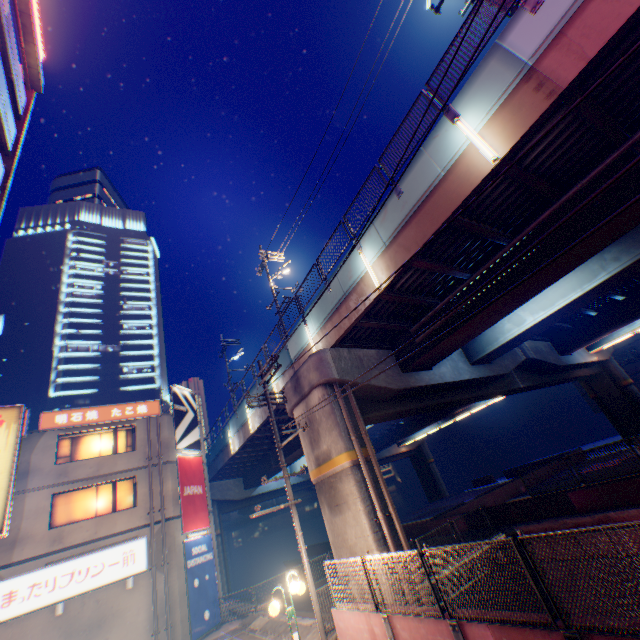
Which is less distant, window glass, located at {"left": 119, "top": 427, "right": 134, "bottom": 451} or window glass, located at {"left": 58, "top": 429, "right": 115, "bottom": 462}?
window glass, located at {"left": 58, "top": 429, "right": 115, "bottom": 462}

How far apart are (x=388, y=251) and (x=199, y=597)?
20.3 meters

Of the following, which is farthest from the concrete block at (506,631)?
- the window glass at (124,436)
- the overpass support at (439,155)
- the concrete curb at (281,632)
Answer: the window glass at (124,436)

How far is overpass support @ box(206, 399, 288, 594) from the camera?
23.11m

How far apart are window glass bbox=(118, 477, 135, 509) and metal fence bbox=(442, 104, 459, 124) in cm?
2261

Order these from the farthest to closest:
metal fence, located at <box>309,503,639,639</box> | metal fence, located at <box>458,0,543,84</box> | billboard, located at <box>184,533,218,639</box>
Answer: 1. billboard, located at <box>184,533,218,639</box>
2. metal fence, located at <box>458,0,543,84</box>
3. metal fence, located at <box>309,503,639,639</box>

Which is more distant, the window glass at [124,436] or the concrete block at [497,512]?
the window glass at [124,436]

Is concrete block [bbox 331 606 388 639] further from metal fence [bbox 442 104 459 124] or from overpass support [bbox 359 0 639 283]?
metal fence [bbox 442 104 459 124]
